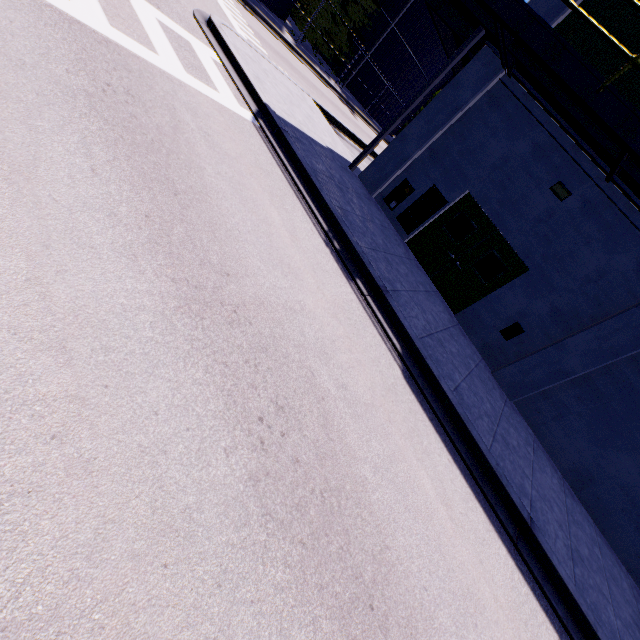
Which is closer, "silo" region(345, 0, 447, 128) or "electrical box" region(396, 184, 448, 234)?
"electrical box" region(396, 184, 448, 234)

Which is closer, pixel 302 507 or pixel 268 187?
pixel 302 507

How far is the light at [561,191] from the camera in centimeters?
838cm

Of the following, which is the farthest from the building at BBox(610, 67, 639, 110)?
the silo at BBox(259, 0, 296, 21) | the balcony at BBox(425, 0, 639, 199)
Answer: the silo at BBox(259, 0, 296, 21)

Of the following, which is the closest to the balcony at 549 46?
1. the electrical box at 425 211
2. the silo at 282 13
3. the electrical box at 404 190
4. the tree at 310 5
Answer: the silo at 282 13

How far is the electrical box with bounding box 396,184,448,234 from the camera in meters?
10.2 m

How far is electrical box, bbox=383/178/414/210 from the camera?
10.7 meters

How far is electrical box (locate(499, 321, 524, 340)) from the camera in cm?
898
